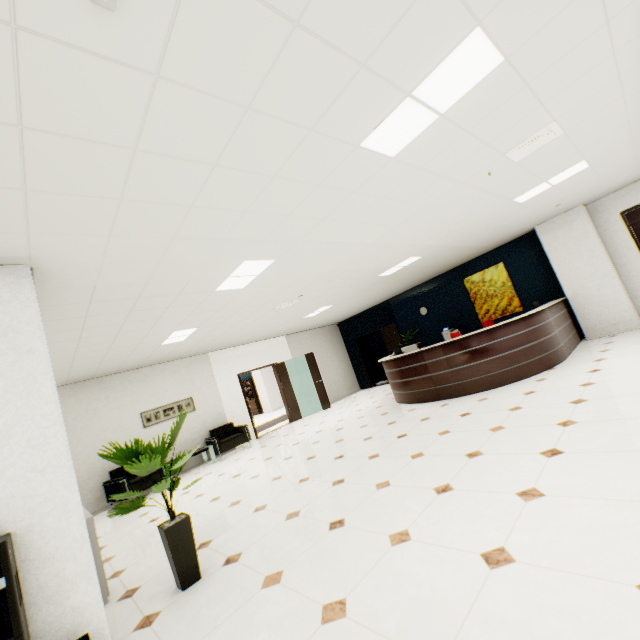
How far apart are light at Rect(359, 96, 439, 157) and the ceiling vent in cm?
150

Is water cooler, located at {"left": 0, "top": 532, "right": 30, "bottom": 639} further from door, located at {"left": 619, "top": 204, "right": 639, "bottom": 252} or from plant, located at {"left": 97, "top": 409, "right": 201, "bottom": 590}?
door, located at {"left": 619, "top": 204, "right": 639, "bottom": 252}

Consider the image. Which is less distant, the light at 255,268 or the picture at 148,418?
the light at 255,268

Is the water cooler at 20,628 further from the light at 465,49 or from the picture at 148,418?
the picture at 148,418

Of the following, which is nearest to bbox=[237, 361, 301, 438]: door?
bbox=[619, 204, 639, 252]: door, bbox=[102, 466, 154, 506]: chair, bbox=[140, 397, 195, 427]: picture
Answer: bbox=[140, 397, 195, 427]: picture

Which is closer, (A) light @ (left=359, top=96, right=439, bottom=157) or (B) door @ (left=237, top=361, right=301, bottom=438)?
(A) light @ (left=359, top=96, right=439, bottom=157)

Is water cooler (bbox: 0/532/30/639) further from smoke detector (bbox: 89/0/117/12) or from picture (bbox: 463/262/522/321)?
picture (bbox: 463/262/522/321)

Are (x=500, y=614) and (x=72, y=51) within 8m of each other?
yes
